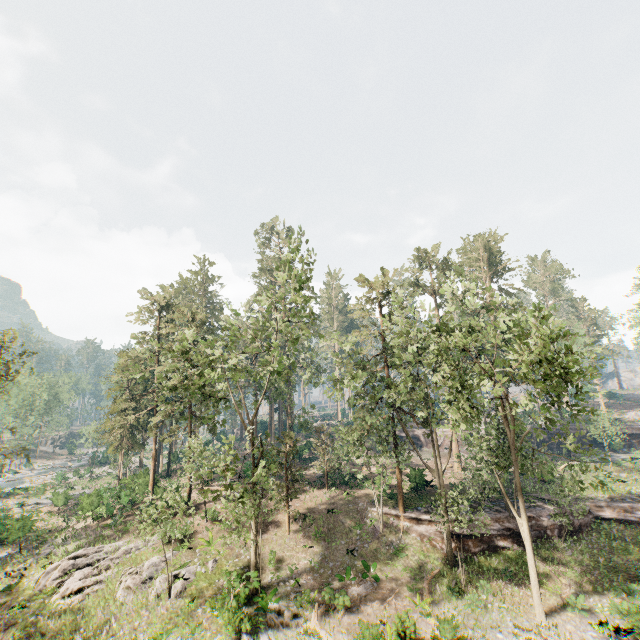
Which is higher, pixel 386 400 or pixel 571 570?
pixel 386 400

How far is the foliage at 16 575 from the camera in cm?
2242

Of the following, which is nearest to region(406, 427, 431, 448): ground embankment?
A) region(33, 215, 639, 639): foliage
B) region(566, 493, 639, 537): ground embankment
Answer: region(33, 215, 639, 639): foliage

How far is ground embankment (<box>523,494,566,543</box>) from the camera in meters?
24.9

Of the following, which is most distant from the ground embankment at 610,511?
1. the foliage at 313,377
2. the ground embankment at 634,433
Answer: the ground embankment at 634,433
